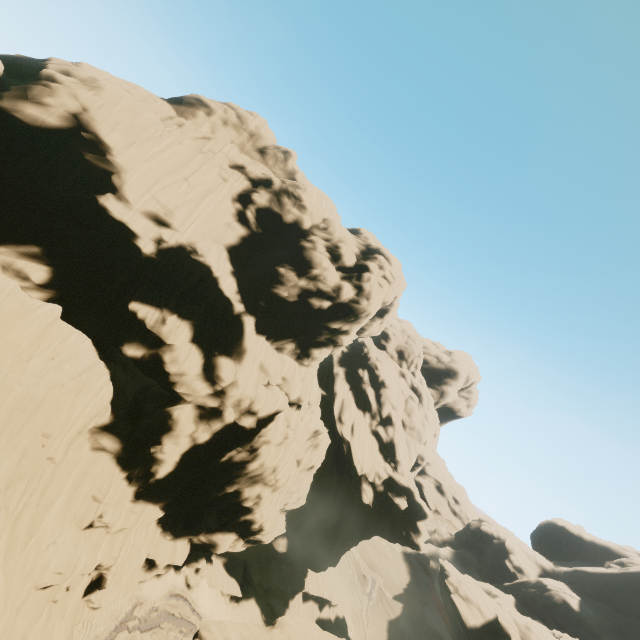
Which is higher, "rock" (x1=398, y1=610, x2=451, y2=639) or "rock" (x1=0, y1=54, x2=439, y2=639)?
"rock" (x1=0, y1=54, x2=439, y2=639)

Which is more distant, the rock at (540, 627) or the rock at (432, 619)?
the rock at (432, 619)

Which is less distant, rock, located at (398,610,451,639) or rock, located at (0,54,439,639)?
rock, located at (0,54,439,639)

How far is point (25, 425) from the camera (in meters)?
16.56

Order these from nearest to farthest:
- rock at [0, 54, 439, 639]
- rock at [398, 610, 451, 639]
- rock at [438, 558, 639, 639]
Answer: rock at [0, 54, 439, 639]
rock at [438, 558, 639, 639]
rock at [398, 610, 451, 639]

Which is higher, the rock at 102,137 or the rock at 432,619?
the rock at 102,137
